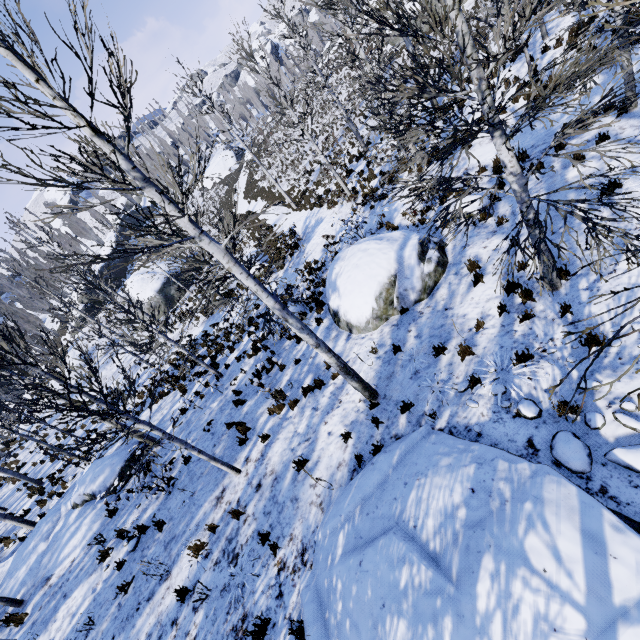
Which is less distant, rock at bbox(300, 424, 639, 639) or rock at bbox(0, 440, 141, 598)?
rock at bbox(300, 424, 639, 639)

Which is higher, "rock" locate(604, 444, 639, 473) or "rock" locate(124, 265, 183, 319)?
"rock" locate(124, 265, 183, 319)

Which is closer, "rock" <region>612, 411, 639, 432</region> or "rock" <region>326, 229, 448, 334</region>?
"rock" <region>612, 411, 639, 432</region>

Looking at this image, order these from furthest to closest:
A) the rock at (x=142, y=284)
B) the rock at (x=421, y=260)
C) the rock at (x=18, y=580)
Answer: the rock at (x=142, y=284), the rock at (x=18, y=580), the rock at (x=421, y=260)

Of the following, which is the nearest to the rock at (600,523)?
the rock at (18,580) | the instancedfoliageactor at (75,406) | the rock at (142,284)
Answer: the rock at (18,580)

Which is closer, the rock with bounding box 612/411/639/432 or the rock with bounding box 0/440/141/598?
the rock with bounding box 612/411/639/432

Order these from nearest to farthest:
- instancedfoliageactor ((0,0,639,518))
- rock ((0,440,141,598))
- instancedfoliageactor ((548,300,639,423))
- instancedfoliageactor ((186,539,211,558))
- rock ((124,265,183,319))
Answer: instancedfoliageactor ((548,300,639,423)) → instancedfoliageactor ((0,0,639,518)) → instancedfoliageactor ((186,539,211,558)) → rock ((0,440,141,598)) → rock ((124,265,183,319))

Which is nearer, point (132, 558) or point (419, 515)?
point (419, 515)
